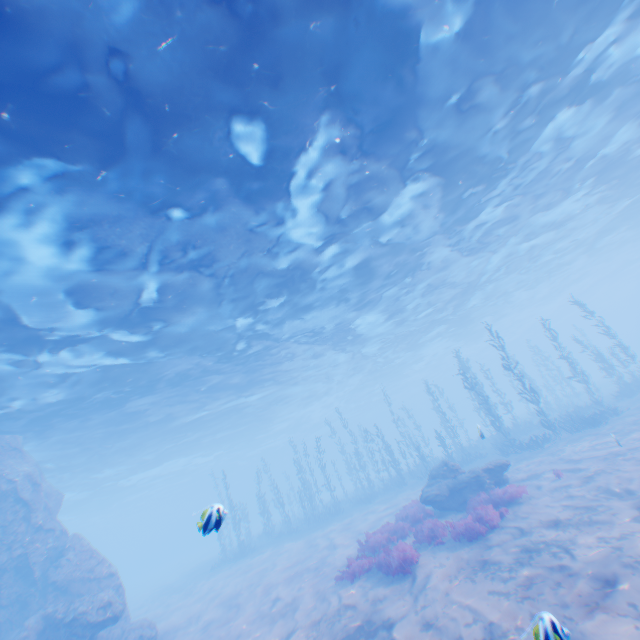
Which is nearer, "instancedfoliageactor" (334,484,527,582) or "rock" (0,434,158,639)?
"instancedfoliageactor" (334,484,527,582)

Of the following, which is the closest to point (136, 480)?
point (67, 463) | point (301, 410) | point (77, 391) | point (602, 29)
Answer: point (67, 463)

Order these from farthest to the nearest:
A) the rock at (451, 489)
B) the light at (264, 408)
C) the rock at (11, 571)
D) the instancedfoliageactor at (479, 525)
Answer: the rock at (451, 489) → the rock at (11, 571) → the instancedfoliageactor at (479, 525) → the light at (264, 408)

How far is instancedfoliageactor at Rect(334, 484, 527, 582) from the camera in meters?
10.4 m

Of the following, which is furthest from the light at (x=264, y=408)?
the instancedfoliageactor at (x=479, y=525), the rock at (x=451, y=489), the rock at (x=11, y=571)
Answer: the instancedfoliageactor at (x=479, y=525)

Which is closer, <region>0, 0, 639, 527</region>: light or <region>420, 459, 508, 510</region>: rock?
<region>0, 0, 639, 527</region>: light

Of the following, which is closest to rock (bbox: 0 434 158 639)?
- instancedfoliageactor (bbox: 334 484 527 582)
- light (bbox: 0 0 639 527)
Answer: light (bbox: 0 0 639 527)

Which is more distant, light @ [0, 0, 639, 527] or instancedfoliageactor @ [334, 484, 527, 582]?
instancedfoliageactor @ [334, 484, 527, 582]
